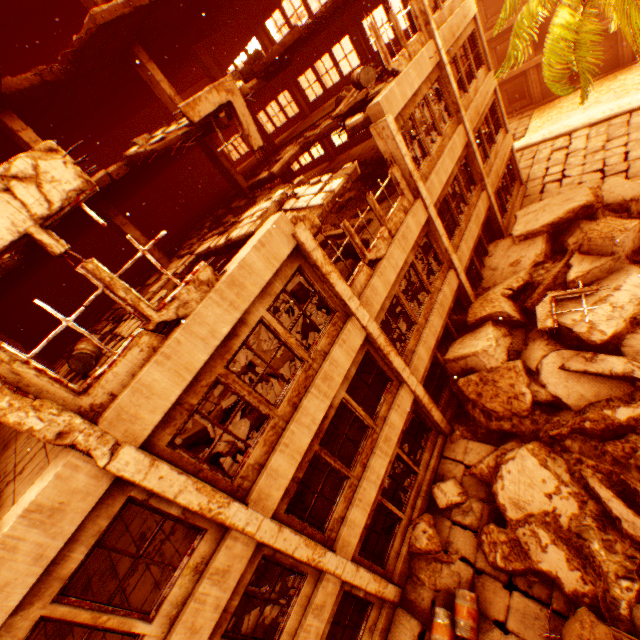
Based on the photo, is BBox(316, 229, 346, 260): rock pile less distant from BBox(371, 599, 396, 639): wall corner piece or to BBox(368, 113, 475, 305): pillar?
BBox(368, 113, 475, 305): pillar

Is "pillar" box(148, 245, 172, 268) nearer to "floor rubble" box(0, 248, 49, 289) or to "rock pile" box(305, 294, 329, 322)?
"floor rubble" box(0, 248, 49, 289)

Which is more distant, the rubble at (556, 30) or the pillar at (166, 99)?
the pillar at (166, 99)

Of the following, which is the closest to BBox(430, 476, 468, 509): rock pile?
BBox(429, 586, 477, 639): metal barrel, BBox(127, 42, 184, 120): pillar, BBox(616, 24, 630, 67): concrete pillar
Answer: BBox(429, 586, 477, 639): metal barrel

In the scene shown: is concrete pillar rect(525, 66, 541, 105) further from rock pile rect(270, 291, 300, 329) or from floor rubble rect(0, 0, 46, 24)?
rock pile rect(270, 291, 300, 329)

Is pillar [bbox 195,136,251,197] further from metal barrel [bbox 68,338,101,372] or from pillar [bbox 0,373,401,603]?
pillar [bbox 0,373,401,603]

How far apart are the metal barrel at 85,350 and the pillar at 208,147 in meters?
8.8 m

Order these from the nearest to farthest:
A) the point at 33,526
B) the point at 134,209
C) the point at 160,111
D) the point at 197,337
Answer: the point at 33,526, the point at 197,337, the point at 134,209, the point at 160,111
